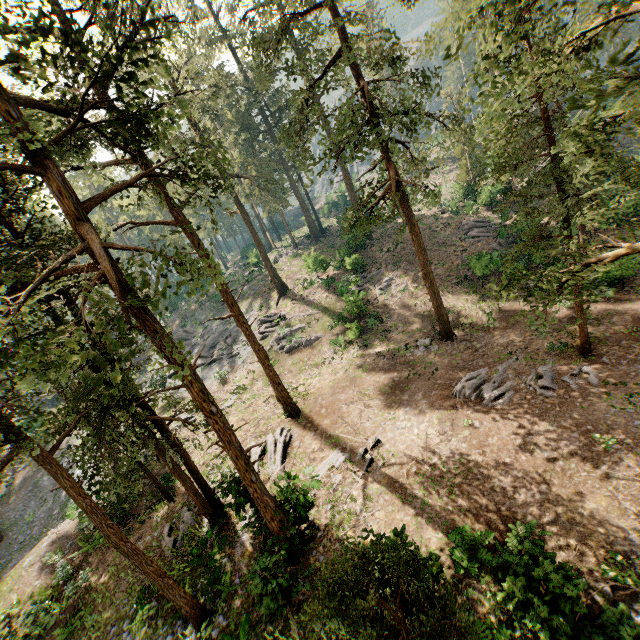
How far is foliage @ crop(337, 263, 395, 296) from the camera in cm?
2954

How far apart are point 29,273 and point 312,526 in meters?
13.3

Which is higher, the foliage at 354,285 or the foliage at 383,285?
the foliage at 354,285

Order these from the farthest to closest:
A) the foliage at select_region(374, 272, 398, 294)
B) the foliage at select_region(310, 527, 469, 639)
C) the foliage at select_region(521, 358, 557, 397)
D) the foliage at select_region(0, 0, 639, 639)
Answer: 1. the foliage at select_region(374, 272, 398, 294)
2. the foliage at select_region(521, 358, 557, 397)
3. the foliage at select_region(0, 0, 639, 639)
4. the foliage at select_region(310, 527, 469, 639)

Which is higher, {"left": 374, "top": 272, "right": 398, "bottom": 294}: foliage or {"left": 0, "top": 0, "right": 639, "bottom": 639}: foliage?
{"left": 374, "top": 272, "right": 398, "bottom": 294}: foliage

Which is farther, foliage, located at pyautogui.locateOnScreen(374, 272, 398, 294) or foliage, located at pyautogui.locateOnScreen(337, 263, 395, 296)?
foliage, located at pyautogui.locateOnScreen(374, 272, 398, 294)
